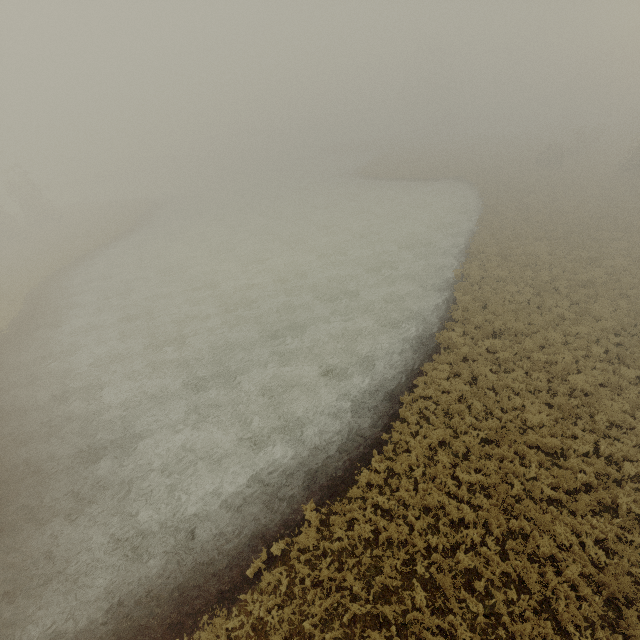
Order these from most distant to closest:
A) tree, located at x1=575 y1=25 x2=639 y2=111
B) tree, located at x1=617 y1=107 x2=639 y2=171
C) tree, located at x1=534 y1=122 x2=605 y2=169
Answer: tree, located at x1=575 y1=25 x2=639 y2=111
tree, located at x1=534 y1=122 x2=605 y2=169
tree, located at x1=617 y1=107 x2=639 y2=171

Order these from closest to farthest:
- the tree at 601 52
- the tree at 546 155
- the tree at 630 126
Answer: the tree at 630 126 → the tree at 546 155 → the tree at 601 52

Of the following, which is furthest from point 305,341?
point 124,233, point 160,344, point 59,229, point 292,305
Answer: point 59,229

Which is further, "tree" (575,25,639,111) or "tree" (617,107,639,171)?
"tree" (575,25,639,111)

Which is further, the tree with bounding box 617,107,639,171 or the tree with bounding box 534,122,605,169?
the tree with bounding box 534,122,605,169

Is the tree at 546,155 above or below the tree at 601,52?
below

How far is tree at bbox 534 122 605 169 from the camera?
41.0m
